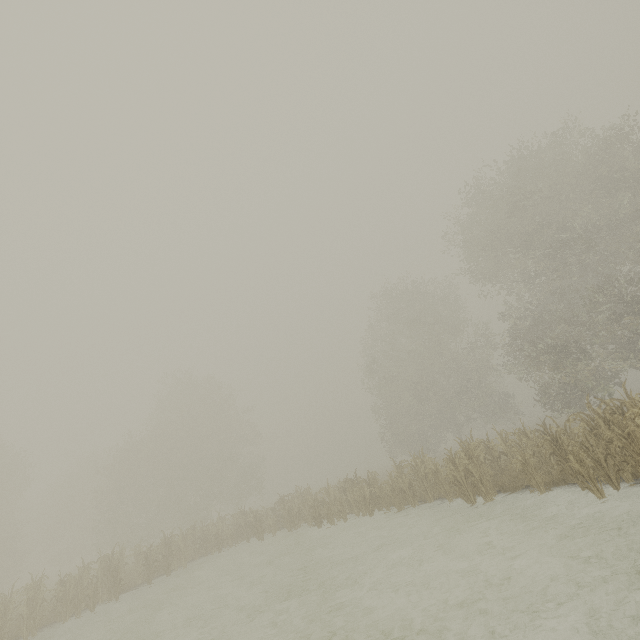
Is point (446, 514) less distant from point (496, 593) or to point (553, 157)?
point (496, 593)
